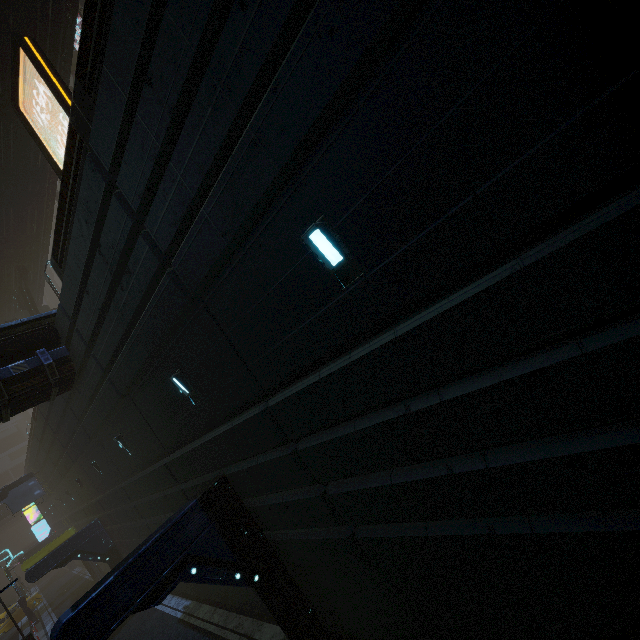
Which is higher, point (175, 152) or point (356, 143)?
Result: point (175, 152)

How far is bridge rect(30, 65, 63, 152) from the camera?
14.7 meters

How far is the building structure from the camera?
23.4 meters

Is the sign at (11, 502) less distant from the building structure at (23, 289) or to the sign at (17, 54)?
the building structure at (23, 289)

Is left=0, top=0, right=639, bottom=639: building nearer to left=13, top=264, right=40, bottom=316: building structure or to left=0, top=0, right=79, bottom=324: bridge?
left=13, top=264, right=40, bottom=316: building structure

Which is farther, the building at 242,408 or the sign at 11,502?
the sign at 11,502

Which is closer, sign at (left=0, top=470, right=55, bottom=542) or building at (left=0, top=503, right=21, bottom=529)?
sign at (left=0, top=470, right=55, bottom=542)

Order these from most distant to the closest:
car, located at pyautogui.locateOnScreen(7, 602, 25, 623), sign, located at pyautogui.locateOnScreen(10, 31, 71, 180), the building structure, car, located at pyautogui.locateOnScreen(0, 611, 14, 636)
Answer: car, located at pyautogui.locateOnScreen(7, 602, 25, 623) < car, located at pyautogui.locateOnScreen(0, 611, 14, 636) < the building structure < sign, located at pyautogui.locateOnScreen(10, 31, 71, 180)
